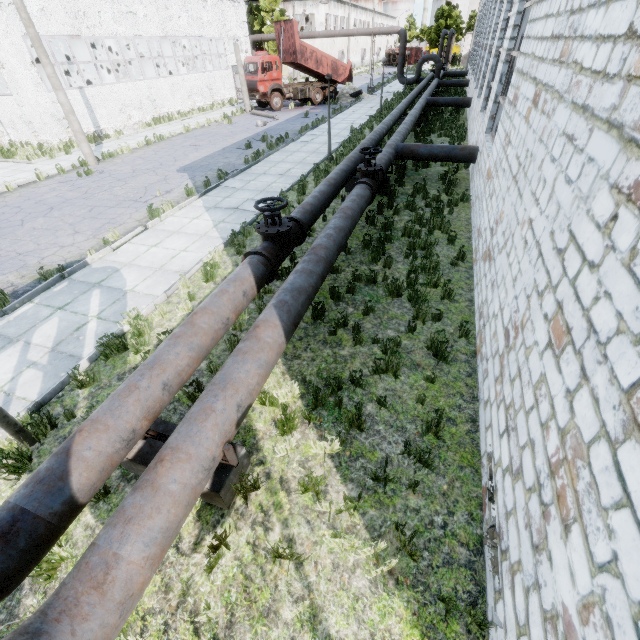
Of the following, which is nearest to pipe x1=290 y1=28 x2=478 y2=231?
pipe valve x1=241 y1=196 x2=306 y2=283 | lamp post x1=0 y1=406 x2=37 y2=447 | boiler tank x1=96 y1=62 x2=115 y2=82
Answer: pipe valve x1=241 y1=196 x2=306 y2=283

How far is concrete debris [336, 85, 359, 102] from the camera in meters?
31.0 m

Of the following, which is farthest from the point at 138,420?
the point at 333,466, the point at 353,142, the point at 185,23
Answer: the point at 185,23

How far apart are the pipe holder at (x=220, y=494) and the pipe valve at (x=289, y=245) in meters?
3.0 m

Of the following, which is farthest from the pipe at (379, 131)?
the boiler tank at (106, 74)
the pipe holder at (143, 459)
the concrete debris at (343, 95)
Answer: the boiler tank at (106, 74)

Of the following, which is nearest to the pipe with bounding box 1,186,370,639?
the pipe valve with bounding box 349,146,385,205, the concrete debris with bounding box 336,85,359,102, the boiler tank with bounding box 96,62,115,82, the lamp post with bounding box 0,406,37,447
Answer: the pipe valve with bounding box 349,146,385,205

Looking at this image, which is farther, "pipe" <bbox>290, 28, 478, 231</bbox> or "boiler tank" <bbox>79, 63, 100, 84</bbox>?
"boiler tank" <bbox>79, 63, 100, 84</bbox>

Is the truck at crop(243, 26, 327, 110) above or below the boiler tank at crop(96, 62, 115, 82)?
below
